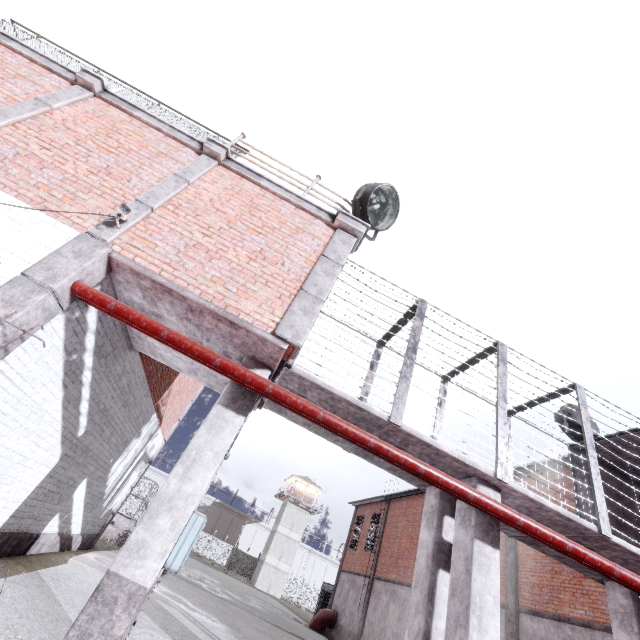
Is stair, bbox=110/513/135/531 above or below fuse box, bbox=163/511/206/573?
below

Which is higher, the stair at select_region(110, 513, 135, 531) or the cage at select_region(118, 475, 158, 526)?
the cage at select_region(118, 475, 158, 526)

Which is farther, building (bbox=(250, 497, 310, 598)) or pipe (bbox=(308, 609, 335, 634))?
building (bbox=(250, 497, 310, 598))

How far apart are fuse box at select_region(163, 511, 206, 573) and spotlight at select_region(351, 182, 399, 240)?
4.9m

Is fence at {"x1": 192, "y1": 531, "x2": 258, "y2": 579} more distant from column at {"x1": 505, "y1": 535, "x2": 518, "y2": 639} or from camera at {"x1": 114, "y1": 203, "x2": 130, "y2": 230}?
column at {"x1": 505, "y1": 535, "x2": 518, "y2": 639}

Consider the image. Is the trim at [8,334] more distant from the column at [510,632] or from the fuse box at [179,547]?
the column at [510,632]

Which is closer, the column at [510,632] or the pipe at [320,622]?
the column at [510,632]

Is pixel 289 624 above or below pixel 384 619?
below
